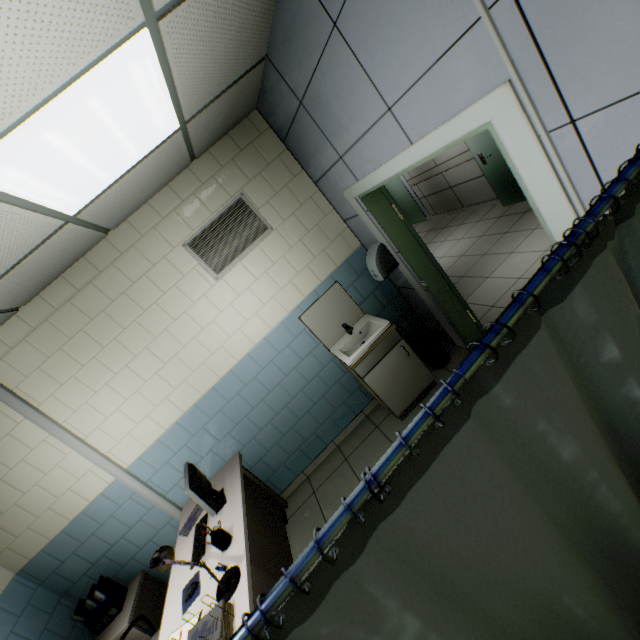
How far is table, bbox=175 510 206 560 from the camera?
2.73m

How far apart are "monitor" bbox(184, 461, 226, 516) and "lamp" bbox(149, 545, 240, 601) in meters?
0.5 m

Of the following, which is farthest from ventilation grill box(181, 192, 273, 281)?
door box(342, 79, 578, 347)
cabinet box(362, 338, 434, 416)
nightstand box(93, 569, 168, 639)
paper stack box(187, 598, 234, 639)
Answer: nightstand box(93, 569, 168, 639)

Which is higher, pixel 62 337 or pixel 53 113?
pixel 53 113

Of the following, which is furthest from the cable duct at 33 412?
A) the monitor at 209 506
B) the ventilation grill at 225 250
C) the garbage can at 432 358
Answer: the garbage can at 432 358

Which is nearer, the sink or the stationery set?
the stationery set

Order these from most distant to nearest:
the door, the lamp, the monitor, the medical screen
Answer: the monitor, the lamp, the door, the medical screen

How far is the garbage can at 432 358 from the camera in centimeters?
354cm
